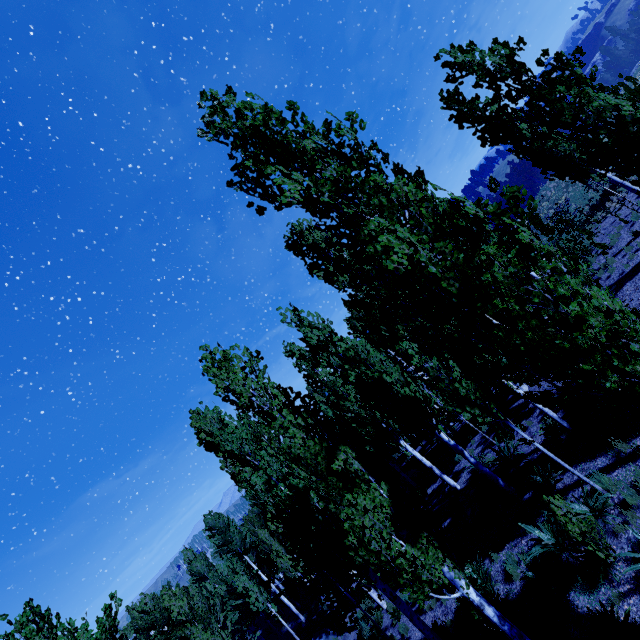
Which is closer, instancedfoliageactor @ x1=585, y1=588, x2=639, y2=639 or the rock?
instancedfoliageactor @ x1=585, y1=588, x2=639, y2=639

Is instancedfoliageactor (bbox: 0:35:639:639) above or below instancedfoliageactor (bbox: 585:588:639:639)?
above

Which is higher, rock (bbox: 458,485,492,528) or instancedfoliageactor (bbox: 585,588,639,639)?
rock (bbox: 458,485,492,528)

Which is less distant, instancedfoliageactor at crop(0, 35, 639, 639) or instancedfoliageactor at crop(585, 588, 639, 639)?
instancedfoliageactor at crop(0, 35, 639, 639)

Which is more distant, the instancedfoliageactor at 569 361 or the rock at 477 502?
the rock at 477 502

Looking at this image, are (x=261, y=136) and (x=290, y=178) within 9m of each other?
yes
